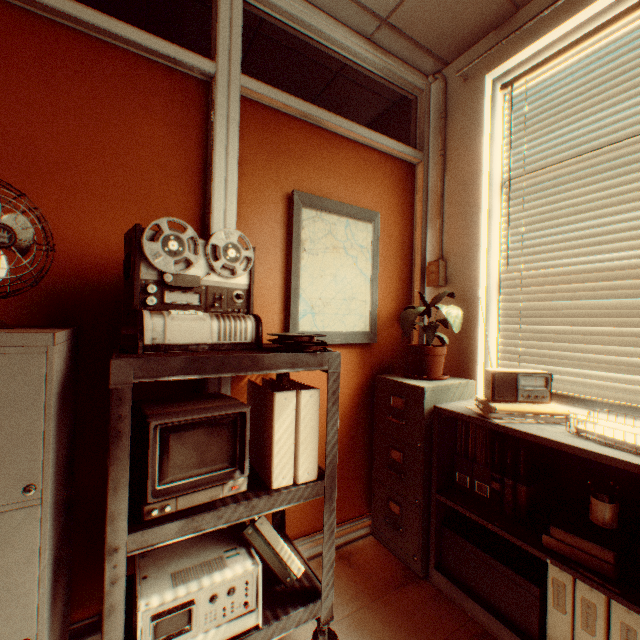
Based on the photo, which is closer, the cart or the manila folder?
the cart

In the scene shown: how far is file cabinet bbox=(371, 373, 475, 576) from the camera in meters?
1.9 m

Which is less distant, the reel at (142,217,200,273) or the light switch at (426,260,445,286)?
the reel at (142,217,200,273)

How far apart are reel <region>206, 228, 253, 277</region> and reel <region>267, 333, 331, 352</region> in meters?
0.3 m

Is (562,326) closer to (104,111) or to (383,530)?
(383,530)

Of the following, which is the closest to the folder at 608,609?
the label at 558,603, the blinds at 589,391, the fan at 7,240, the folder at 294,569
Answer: the label at 558,603

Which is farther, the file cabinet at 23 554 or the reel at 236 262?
the reel at 236 262

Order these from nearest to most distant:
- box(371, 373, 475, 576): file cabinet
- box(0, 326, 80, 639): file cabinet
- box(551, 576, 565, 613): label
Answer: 1. box(0, 326, 80, 639): file cabinet
2. box(551, 576, 565, 613): label
3. box(371, 373, 475, 576): file cabinet
